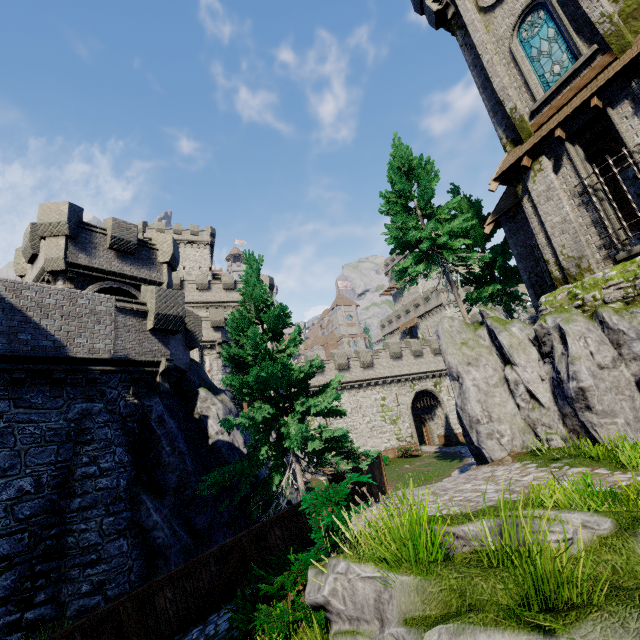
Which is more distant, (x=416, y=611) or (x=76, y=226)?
(x=76, y=226)

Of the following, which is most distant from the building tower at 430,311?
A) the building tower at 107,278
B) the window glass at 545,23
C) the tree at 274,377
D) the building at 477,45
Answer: the building tower at 107,278

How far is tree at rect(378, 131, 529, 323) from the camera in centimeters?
1739cm

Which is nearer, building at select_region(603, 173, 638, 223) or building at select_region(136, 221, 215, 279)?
building at select_region(603, 173, 638, 223)

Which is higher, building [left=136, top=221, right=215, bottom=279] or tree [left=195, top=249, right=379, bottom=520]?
building [left=136, top=221, right=215, bottom=279]

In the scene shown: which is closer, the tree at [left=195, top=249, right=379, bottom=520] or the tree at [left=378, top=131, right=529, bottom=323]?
the tree at [left=195, top=249, right=379, bottom=520]

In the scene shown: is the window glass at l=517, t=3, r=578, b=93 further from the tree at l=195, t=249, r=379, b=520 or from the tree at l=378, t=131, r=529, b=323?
the tree at l=195, t=249, r=379, b=520

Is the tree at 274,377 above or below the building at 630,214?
below
